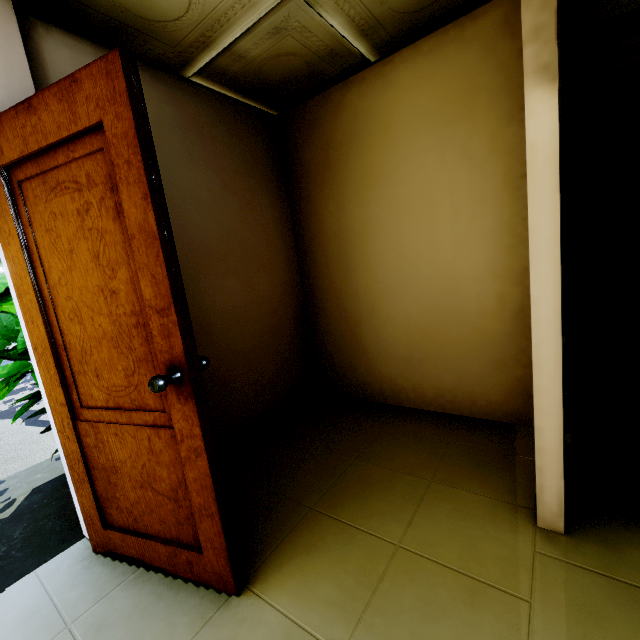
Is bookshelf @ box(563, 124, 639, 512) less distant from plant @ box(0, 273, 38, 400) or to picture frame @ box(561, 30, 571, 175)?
picture frame @ box(561, 30, 571, 175)

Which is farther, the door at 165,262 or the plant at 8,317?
the plant at 8,317

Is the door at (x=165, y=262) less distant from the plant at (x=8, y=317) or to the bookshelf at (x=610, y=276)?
the plant at (x=8, y=317)

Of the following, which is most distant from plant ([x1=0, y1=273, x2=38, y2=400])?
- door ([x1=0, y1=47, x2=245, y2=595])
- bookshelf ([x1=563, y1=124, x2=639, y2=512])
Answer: bookshelf ([x1=563, y1=124, x2=639, y2=512])

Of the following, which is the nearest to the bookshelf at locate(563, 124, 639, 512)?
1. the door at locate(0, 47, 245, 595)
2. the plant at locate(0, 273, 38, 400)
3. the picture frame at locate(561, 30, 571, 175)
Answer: the picture frame at locate(561, 30, 571, 175)

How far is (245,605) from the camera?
1.3m
